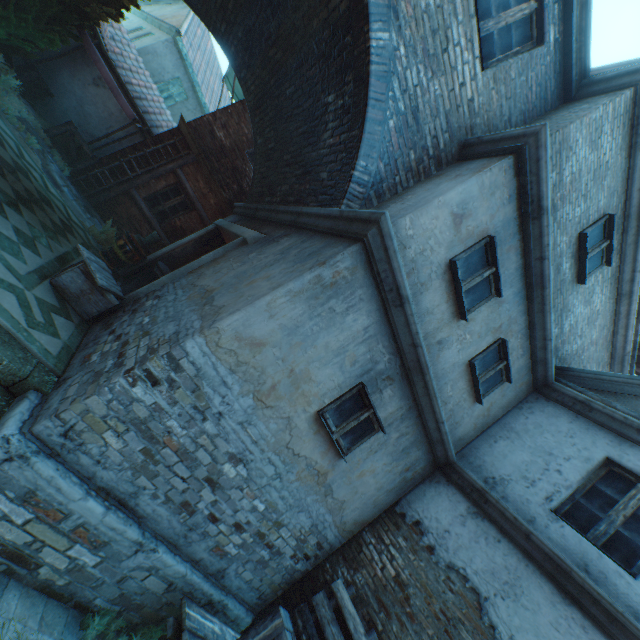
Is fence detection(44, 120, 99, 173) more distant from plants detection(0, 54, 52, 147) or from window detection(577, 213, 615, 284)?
window detection(577, 213, 615, 284)

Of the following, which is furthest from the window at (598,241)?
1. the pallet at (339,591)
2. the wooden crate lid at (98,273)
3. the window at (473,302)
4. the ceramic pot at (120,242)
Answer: the ceramic pot at (120,242)

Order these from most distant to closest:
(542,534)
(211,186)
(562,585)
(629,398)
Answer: (211,186)
(629,398)
(542,534)
(562,585)

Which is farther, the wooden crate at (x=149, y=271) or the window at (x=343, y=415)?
the wooden crate at (x=149, y=271)

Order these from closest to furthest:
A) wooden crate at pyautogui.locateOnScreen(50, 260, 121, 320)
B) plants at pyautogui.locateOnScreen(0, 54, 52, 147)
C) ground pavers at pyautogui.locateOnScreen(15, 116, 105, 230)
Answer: wooden crate at pyautogui.locateOnScreen(50, 260, 121, 320)
plants at pyautogui.locateOnScreen(0, 54, 52, 147)
ground pavers at pyautogui.locateOnScreen(15, 116, 105, 230)

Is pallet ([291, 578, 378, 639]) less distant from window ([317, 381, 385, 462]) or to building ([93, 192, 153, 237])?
building ([93, 192, 153, 237])

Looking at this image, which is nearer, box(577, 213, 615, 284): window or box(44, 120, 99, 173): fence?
box(577, 213, 615, 284): window

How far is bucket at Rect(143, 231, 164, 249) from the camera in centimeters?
920cm
